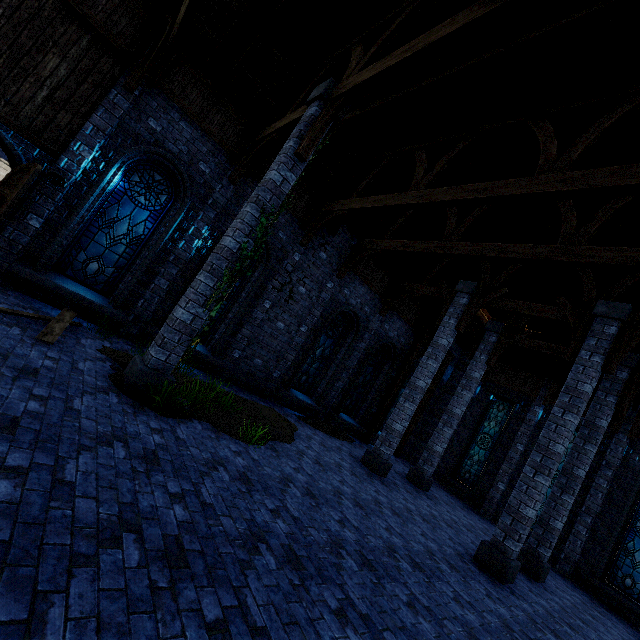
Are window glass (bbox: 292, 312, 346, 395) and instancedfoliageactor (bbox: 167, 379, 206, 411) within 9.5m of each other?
yes

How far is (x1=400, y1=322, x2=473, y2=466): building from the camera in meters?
17.7 m

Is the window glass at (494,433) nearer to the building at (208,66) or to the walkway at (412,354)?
the building at (208,66)

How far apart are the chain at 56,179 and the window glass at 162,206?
0.8 meters

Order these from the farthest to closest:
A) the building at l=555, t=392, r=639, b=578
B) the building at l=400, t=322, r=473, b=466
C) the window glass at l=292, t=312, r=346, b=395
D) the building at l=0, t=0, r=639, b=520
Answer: the building at l=400, t=322, r=473, b=466 < the window glass at l=292, t=312, r=346, b=395 < the building at l=555, t=392, r=639, b=578 < the building at l=0, t=0, r=639, b=520

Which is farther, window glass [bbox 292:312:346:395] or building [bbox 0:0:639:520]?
window glass [bbox 292:312:346:395]

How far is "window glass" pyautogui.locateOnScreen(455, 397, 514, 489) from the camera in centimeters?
1577cm

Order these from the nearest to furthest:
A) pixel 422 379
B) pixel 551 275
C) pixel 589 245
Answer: pixel 589 245 < pixel 422 379 < pixel 551 275
